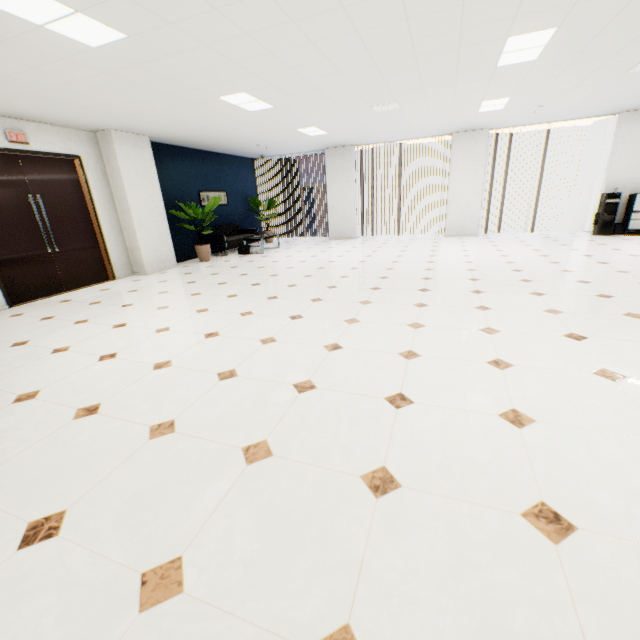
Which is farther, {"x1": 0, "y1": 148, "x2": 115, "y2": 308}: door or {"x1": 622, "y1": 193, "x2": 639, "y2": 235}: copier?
{"x1": 622, "y1": 193, "x2": 639, "y2": 235}: copier

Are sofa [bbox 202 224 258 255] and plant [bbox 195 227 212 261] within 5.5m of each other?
yes

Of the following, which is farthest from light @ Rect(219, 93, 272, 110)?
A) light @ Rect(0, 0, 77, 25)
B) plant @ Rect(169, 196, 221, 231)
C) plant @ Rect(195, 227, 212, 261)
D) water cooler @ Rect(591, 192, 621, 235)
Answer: water cooler @ Rect(591, 192, 621, 235)

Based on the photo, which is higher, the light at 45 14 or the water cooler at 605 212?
the light at 45 14

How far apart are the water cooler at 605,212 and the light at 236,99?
8.8 meters

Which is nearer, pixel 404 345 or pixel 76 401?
pixel 76 401

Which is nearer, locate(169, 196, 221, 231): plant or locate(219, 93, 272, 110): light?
locate(219, 93, 272, 110): light

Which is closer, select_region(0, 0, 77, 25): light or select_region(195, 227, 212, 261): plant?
select_region(0, 0, 77, 25): light
